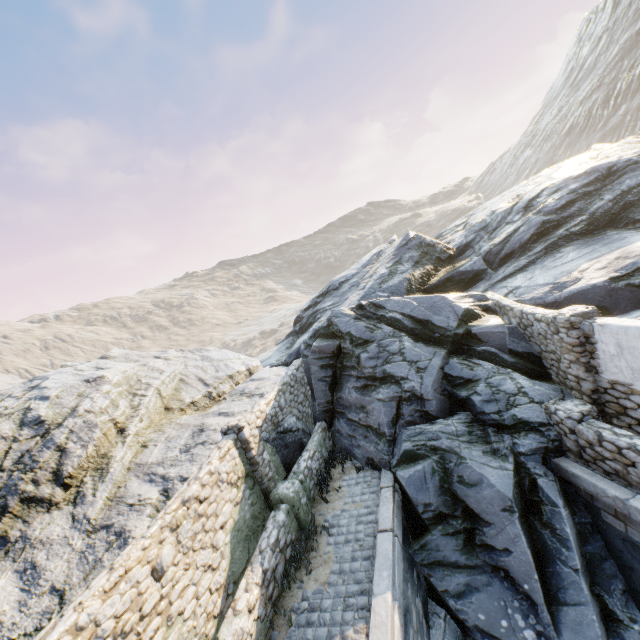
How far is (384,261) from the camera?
17.3m

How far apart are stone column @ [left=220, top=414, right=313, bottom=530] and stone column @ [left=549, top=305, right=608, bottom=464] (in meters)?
6.49

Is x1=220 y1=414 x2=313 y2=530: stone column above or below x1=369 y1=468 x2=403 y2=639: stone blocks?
above

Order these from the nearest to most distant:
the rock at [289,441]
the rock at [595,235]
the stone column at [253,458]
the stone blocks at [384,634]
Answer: the stone blocks at [384,634] → the rock at [595,235] → the stone column at [253,458] → the rock at [289,441]

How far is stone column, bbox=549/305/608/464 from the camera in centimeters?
705cm

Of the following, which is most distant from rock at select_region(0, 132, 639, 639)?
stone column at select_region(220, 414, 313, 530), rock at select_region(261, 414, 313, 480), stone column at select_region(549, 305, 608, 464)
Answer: stone column at select_region(220, 414, 313, 530)

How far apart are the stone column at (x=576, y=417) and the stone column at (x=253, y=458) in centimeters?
649cm

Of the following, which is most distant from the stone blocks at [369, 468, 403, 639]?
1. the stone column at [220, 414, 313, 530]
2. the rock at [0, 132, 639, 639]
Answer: the stone column at [220, 414, 313, 530]
